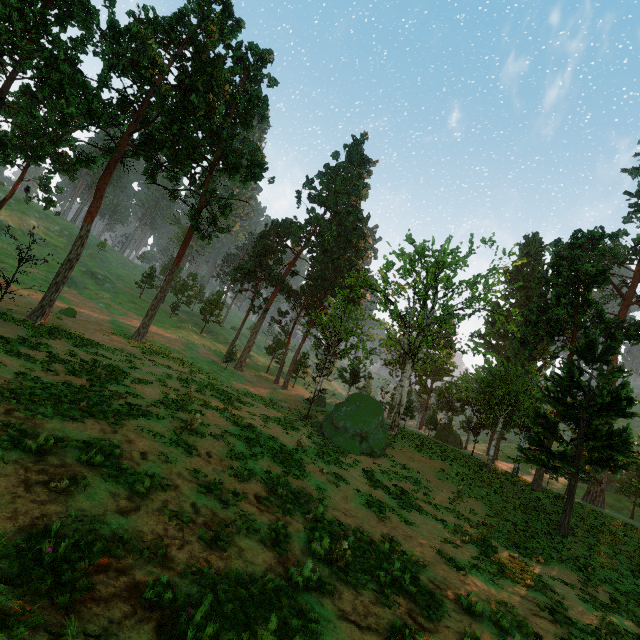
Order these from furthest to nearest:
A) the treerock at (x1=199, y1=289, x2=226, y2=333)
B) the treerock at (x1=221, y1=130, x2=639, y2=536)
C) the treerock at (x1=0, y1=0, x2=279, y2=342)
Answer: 1. the treerock at (x1=199, y1=289, x2=226, y2=333)
2. the treerock at (x1=0, y1=0, x2=279, y2=342)
3. the treerock at (x1=221, y1=130, x2=639, y2=536)

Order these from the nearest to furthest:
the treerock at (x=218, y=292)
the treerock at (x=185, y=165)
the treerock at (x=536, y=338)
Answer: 1. the treerock at (x=536, y=338)
2. the treerock at (x=185, y=165)
3. the treerock at (x=218, y=292)

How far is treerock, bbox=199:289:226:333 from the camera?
56.2 meters

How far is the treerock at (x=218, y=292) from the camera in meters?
56.2 m

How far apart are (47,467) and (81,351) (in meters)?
15.92

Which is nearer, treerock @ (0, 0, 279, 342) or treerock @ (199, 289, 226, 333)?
treerock @ (0, 0, 279, 342)
